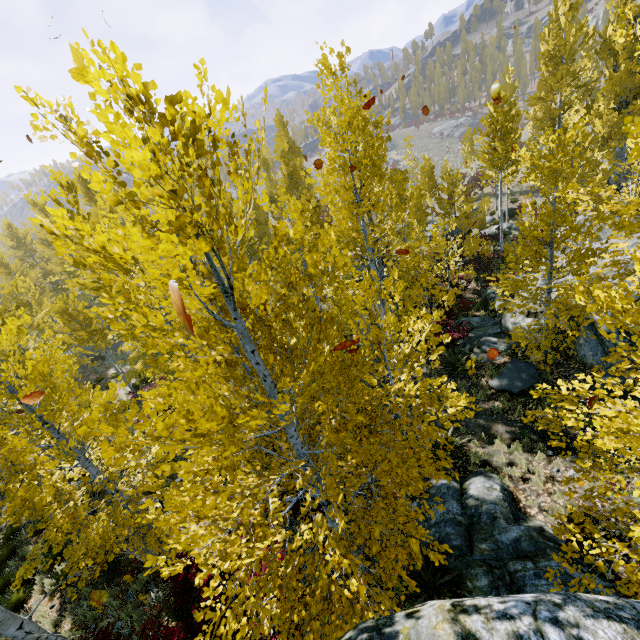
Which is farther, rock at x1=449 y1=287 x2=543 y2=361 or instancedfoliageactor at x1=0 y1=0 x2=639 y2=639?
rock at x1=449 y1=287 x2=543 y2=361

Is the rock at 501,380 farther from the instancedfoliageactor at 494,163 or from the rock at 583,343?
the rock at 583,343

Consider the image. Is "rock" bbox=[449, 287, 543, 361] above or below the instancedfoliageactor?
below

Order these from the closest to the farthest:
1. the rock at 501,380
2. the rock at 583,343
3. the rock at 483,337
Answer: the rock at 583,343, the rock at 501,380, the rock at 483,337

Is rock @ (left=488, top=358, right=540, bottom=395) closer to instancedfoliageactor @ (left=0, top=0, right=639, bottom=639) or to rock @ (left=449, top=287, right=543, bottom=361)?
instancedfoliageactor @ (left=0, top=0, right=639, bottom=639)

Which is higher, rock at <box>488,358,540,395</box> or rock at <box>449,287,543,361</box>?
rock at <box>488,358,540,395</box>

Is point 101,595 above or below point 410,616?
below

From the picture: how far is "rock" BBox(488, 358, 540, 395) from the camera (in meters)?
10.02
